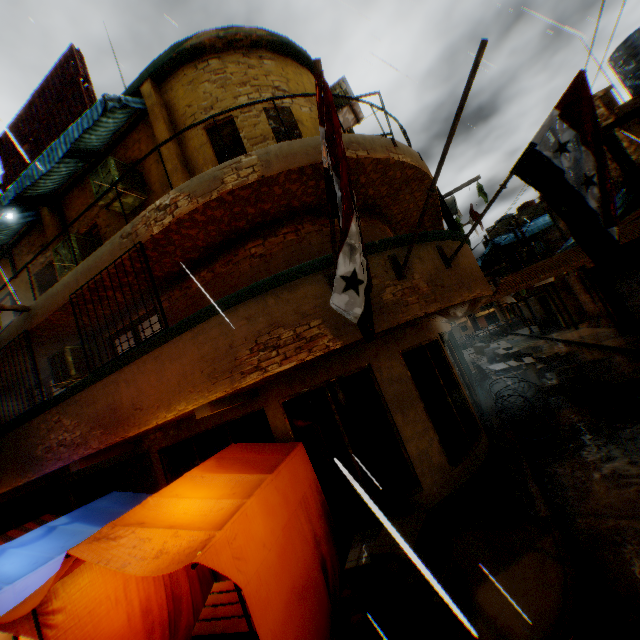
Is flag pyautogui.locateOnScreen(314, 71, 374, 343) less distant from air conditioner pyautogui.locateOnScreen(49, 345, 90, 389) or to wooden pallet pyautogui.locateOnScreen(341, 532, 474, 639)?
wooden pallet pyautogui.locateOnScreen(341, 532, 474, 639)

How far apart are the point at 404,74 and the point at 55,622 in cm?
796

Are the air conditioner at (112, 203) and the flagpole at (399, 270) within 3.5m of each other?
no

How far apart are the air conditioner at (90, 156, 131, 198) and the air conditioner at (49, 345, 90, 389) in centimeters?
275cm

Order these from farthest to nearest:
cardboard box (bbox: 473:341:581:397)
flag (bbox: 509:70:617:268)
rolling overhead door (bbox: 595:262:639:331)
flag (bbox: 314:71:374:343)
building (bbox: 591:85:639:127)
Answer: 1. rolling overhead door (bbox: 595:262:639:331)
2. cardboard box (bbox: 473:341:581:397)
3. building (bbox: 591:85:639:127)
4. flag (bbox: 509:70:617:268)
5. flag (bbox: 314:71:374:343)

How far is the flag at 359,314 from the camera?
2.6m

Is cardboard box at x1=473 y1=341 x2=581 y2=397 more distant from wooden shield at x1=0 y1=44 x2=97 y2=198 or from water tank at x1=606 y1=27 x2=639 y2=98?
wooden shield at x1=0 y1=44 x2=97 y2=198

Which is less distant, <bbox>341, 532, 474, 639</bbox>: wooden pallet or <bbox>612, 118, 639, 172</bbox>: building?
<bbox>341, 532, 474, 639</bbox>: wooden pallet
